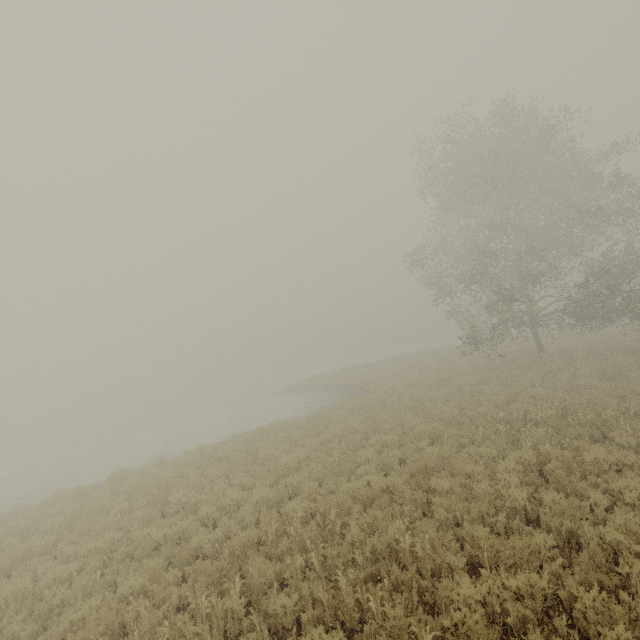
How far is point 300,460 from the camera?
12.5m
